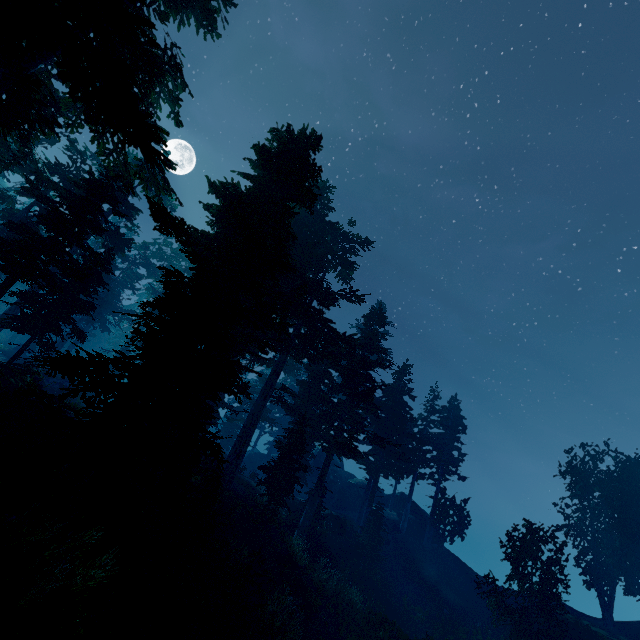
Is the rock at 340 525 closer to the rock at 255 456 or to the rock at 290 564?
the rock at 255 456

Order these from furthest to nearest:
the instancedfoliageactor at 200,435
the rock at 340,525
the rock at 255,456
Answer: the rock at 255,456 → the rock at 340,525 → the instancedfoliageactor at 200,435

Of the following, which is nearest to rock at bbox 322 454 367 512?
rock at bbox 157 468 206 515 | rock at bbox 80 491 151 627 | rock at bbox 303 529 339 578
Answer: rock at bbox 303 529 339 578

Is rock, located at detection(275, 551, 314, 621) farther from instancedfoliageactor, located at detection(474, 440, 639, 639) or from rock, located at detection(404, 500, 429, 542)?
rock, located at detection(404, 500, 429, 542)

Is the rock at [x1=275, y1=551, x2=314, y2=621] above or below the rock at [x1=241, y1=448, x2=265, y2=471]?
below

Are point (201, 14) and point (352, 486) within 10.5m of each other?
no

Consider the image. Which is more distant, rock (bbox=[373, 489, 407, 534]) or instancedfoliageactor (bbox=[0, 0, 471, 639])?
rock (bbox=[373, 489, 407, 534])

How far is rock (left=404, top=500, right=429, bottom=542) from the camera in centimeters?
3416cm
